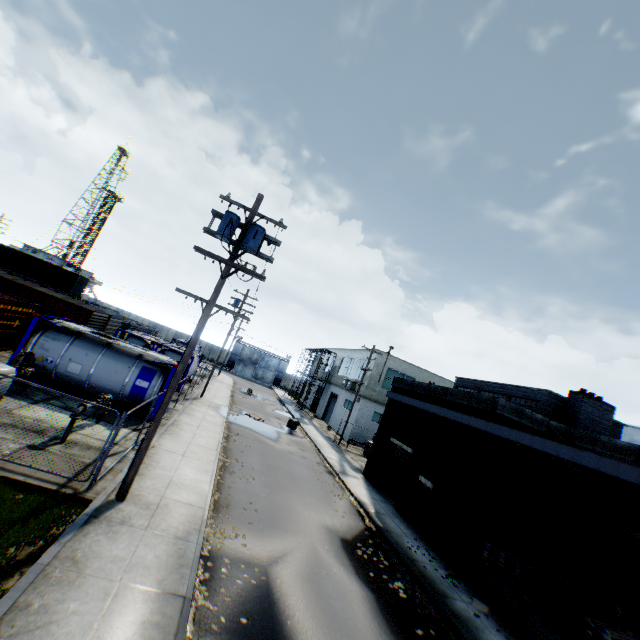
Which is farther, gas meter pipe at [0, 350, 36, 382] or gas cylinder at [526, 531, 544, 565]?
gas cylinder at [526, 531, 544, 565]

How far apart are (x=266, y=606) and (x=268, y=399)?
36.8 meters

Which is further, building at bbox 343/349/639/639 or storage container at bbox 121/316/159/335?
storage container at bbox 121/316/159/335

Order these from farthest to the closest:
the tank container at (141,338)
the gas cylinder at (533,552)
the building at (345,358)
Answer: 1. the building at (345,358)
2. the tank container at (141,338)
3. the gas cylinder at (533,552)

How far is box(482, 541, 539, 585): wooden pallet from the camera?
11.31m

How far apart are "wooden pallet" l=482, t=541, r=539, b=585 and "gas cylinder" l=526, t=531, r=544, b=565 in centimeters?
204cm

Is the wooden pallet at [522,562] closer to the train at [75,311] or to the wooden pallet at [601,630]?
the wooden pallet at [601,630]

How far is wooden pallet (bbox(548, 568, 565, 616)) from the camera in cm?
991
